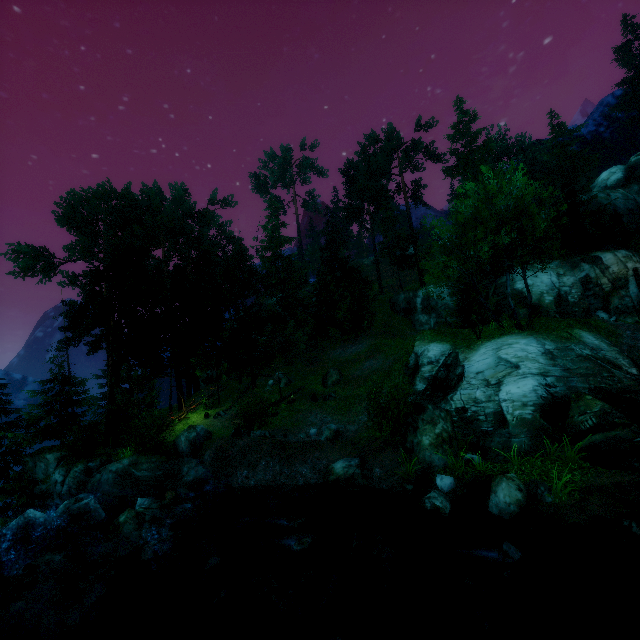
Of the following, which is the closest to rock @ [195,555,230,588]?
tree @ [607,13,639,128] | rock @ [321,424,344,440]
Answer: rock @ [321,424,344,440]

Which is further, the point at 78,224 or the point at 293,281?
the point at 293,281

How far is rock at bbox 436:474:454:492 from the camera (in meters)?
11.46

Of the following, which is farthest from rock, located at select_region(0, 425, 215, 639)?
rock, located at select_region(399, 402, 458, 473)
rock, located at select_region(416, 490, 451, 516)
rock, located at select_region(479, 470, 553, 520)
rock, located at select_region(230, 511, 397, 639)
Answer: rock, located at select_region(479, 470, 553, 520)

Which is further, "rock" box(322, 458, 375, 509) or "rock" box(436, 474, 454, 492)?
"rock" box(322, 458, 375, 509)

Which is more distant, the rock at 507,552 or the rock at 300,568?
the rock at 300,568

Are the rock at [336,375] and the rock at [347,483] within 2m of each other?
no

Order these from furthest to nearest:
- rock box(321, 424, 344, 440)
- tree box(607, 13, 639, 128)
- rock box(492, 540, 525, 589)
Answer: tree box(607, 13, 639, 128) < rock box(321, 424, 344, 440) < rock box(492, 540, 525, 589)
